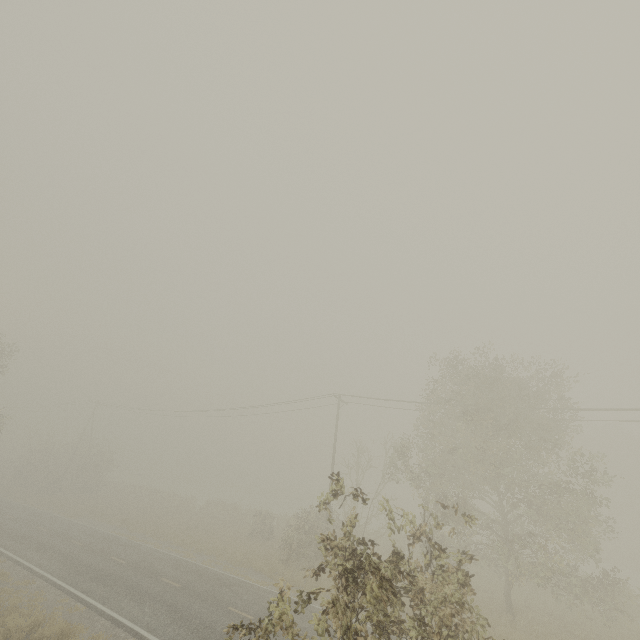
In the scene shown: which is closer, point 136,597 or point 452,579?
→ point 452,579
